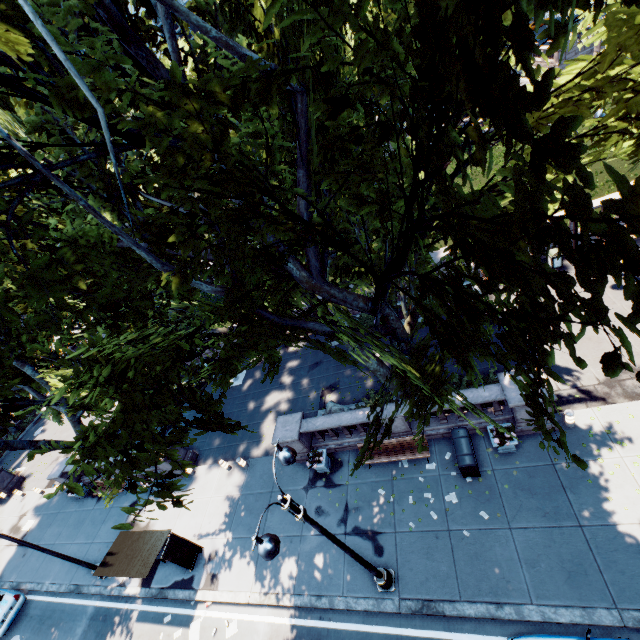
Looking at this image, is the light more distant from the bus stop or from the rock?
the bus stop

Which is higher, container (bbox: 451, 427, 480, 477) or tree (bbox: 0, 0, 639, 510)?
tree (bbox: 0, 0, 639, 510)

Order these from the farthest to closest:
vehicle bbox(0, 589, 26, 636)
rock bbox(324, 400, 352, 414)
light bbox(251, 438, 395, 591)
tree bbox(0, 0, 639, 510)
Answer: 1. vehicle bbox(0, 589, 26, 636)
2. rock bbox(324, 400, 352, 414)
3. light bbox(251, 438, 395, 591)
4. tree bbox(0, 0, 639, 510)

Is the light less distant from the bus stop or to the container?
the container

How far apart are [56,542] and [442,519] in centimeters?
2349cm

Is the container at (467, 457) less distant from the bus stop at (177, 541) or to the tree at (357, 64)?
the tree at (357, 64)

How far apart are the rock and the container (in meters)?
4.76

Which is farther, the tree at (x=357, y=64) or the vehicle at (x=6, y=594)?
the vehicle at (x=6, y=594)
